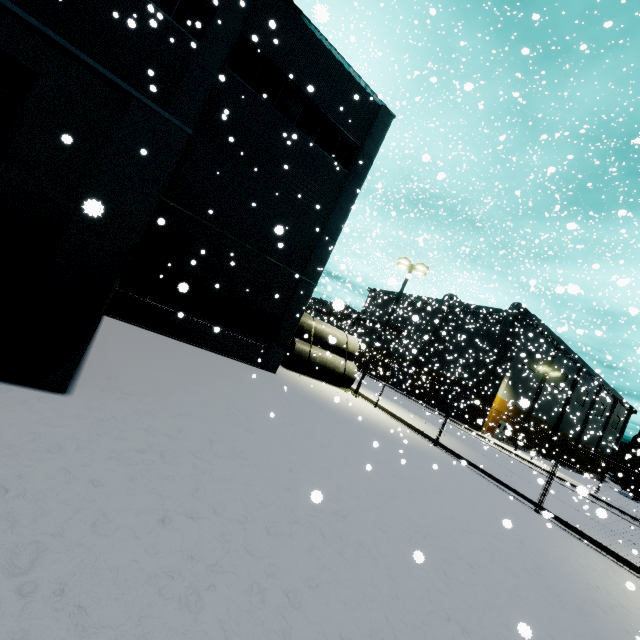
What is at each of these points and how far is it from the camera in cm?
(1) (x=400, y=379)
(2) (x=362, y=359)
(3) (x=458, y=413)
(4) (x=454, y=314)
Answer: (1) roll-up door, 5169
(2) building, 4797
(3) roll-up door, 4219
(4) building, 4750

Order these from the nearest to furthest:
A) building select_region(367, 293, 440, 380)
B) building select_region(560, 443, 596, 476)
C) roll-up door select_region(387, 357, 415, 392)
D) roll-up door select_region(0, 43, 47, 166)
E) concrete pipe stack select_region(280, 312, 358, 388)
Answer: roll-up door select_region(0, 43, 47, 166) → concrete pipe stack select_region(280, 312, 358, 388) → building select_region(367, 293, 440, 380) → roll-up door select_region(387, 357, 415, 392) → building select_region(560, 443, 596, 476)

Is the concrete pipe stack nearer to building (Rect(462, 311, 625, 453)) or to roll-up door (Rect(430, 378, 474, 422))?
building (Rect(462, 311, 625, 453))

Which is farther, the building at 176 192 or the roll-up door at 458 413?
the roll-up door at 458 413

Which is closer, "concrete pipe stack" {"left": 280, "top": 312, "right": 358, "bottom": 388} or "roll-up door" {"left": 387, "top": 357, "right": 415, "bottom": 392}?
"concrete pipe stack" {"left": 280, "top": 312, "right": 358, "bottom": 388}

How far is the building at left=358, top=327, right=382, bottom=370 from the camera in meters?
53.7

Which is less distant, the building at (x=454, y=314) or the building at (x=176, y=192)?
the building at (x=176, y=192)

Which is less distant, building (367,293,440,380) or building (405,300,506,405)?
building (367,293,440,380)
